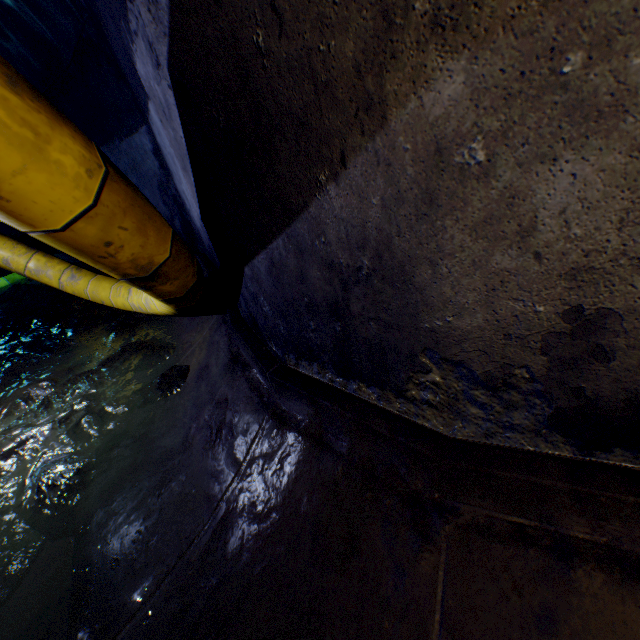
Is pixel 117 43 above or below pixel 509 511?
above
